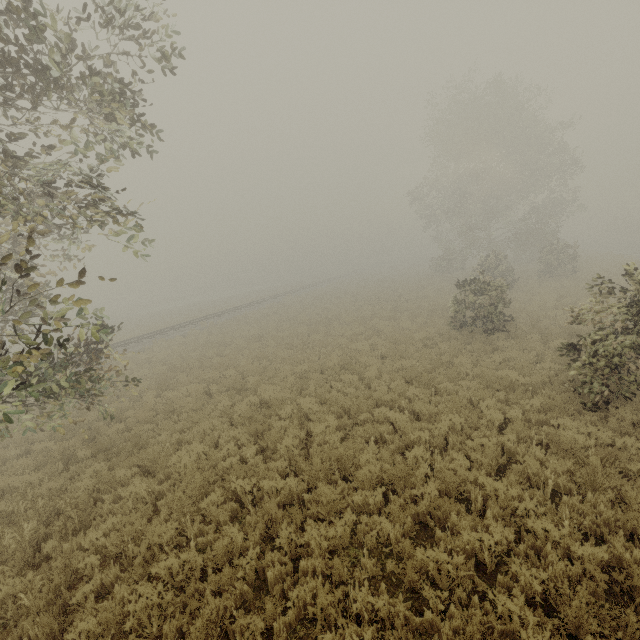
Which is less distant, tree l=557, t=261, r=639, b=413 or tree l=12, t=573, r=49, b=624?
tree l=12, t=573, r=49, b=624

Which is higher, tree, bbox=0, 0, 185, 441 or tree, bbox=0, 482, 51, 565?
tree, bbox=0, 0, 185, 441

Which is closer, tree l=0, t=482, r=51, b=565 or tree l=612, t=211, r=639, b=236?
tree l=0, t=482, r=51, b=565

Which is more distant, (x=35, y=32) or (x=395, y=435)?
(x=395, y=435)

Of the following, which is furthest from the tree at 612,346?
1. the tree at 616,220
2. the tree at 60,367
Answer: the tree at 616,220

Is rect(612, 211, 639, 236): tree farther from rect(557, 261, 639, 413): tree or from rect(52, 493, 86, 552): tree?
rect(52, 493, 86, 552): tree

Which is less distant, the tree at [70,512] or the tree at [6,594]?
the tree at [6,594]

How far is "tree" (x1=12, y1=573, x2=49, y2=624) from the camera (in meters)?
4.84
